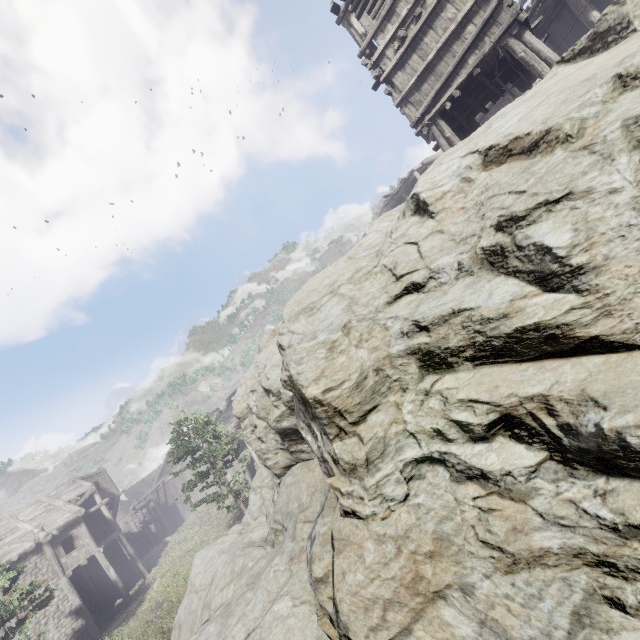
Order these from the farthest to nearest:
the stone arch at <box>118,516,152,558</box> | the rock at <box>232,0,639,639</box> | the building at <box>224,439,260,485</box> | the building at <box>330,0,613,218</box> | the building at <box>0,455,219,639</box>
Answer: the stone arch at <box>118,516,152,558</box> < the building at <box>224,439,260,485</box> < the building at <box>0,455,219,639</box> < the building at <box>330,0,613,218</box> < the rock at <box>232,0,639,639</box>

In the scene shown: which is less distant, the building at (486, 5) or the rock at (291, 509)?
the rock at (291, 509)

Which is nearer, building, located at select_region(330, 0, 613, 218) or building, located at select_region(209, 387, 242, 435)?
building, located at select_region(330, 0, 613, 218)

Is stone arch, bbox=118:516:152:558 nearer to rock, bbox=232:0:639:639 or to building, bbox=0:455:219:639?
building, bbox=0:455:219:639

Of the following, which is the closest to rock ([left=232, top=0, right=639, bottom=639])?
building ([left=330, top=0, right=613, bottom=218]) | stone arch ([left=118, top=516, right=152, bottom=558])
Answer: building ([left=330, top=0, right=613, bottom=218])

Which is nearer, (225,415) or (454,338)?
(454,338)

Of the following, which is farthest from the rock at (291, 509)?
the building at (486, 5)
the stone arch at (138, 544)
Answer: the stone arch at (138, 544)

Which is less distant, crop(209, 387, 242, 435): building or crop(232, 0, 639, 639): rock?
crop(232, 0, 639, 639): rock
